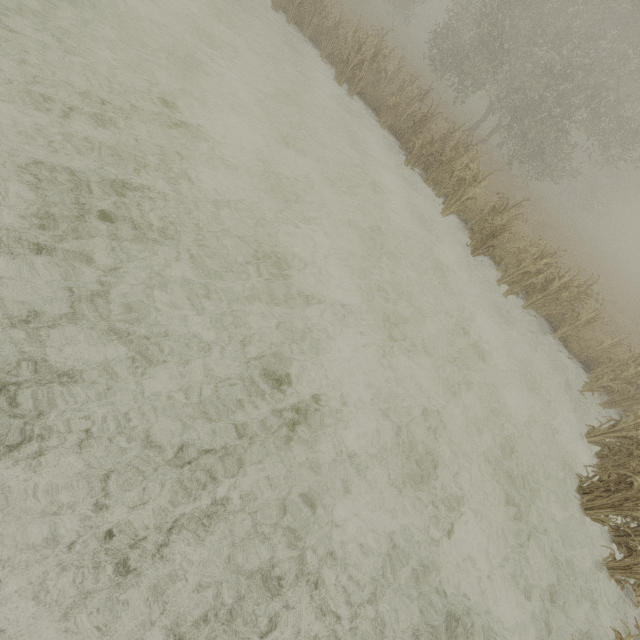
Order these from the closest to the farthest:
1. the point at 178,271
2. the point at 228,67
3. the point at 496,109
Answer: the point at 178,271, the point at 228,67, the point at 496,109
